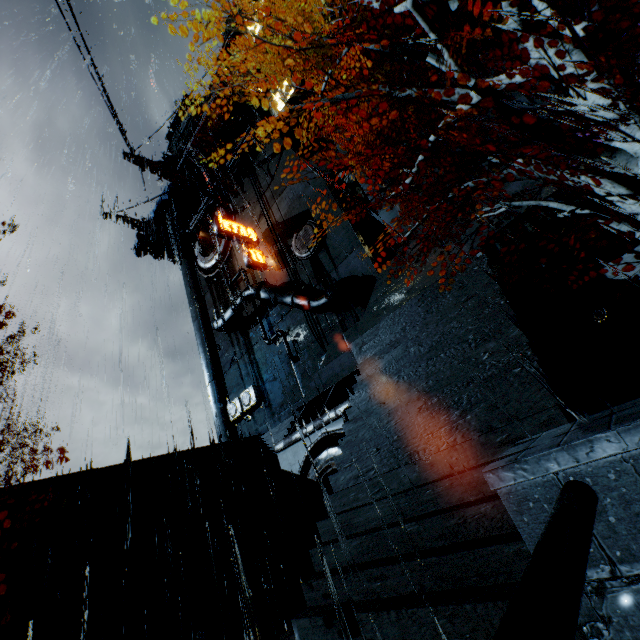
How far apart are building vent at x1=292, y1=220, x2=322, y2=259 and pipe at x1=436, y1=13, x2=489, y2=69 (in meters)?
12.05

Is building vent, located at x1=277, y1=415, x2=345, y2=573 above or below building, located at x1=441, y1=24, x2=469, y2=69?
below

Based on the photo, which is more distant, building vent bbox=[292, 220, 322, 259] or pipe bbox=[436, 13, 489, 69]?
building vent bbox=[292, 220, 322, 259]

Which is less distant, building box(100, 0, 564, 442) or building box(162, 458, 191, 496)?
building box(100, 0, 564, 442)

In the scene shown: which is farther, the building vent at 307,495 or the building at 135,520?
the building at 135,520

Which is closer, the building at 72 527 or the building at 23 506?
the building at 23 506

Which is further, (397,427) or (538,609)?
(397,427)
